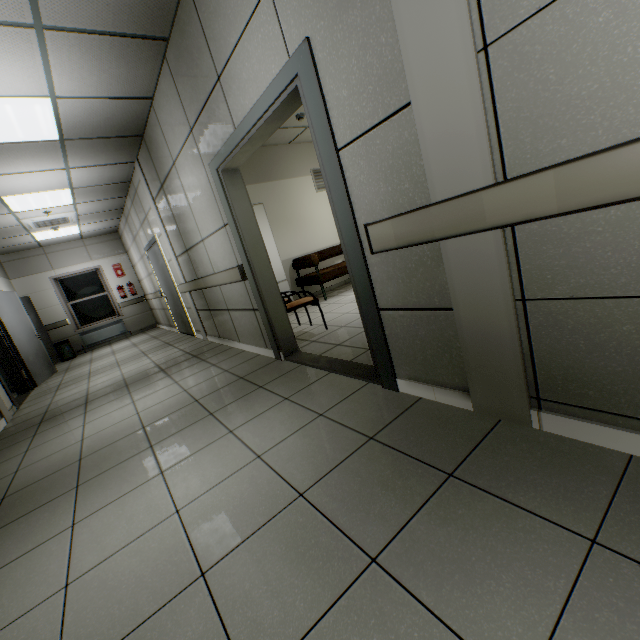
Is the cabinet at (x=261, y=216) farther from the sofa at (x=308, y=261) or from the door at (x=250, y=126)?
the door at (x=250, y=126)

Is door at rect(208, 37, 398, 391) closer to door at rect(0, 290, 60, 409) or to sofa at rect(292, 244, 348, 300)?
sofa at rect(292, 244, 348, 300)

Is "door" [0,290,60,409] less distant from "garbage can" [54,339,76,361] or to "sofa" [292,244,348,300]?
"garbage can" [54,339,76,361]

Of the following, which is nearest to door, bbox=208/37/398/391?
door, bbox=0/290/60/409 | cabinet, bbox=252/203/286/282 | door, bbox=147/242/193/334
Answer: cabinet, bbox=252/203/286/282

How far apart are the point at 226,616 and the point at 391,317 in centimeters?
162cm

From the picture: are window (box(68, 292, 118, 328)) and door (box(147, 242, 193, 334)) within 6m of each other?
yes

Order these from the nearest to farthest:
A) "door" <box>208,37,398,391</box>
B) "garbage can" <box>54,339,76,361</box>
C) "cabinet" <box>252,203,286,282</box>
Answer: "door" <box>208,37,398,391</box> → "cabinet" <box>252,203,286,282</box> → "garbage can" <box>54,339,76,361</box>

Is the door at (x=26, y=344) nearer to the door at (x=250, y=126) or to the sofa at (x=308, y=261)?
the door at (x=250, y=126)
